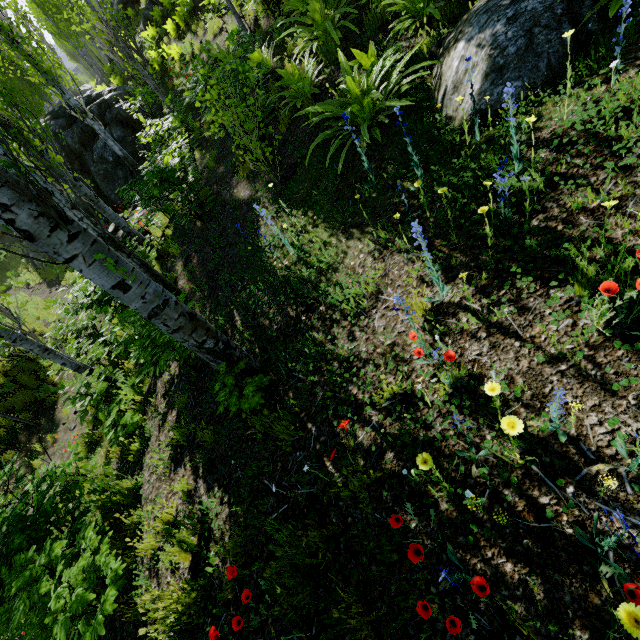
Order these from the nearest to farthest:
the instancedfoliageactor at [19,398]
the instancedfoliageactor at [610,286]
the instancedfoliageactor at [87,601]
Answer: the instancedfoliageactor at [610,286]
the instancedfoliageactor at [87,601]
the instancedfoliageactor at [19,398]

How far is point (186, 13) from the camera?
12.66m

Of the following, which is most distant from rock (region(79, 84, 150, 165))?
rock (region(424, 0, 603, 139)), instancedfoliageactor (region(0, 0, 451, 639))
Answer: rock (region(424, 0, 603, 139))

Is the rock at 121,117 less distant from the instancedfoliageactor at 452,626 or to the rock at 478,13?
the instancedfoliageactor at 452,626

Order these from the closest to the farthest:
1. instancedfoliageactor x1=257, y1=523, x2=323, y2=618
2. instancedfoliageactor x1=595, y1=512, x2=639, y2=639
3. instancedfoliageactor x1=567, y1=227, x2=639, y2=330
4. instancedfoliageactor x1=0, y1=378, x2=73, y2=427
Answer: instancedfoliageactor x1=595, y1=512, x2=639, y2=639 → instancedfoliageactor x1=567, y1=227, x2=639, y2=330 → instancedfoliageactor x1=257, y1=523, x2=323, y2=618 → instancedfoliageactor x1=0, y1=378, x2=73, y2=427

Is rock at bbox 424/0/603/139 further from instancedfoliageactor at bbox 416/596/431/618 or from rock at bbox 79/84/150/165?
rock at bbox 79/84/150/165
